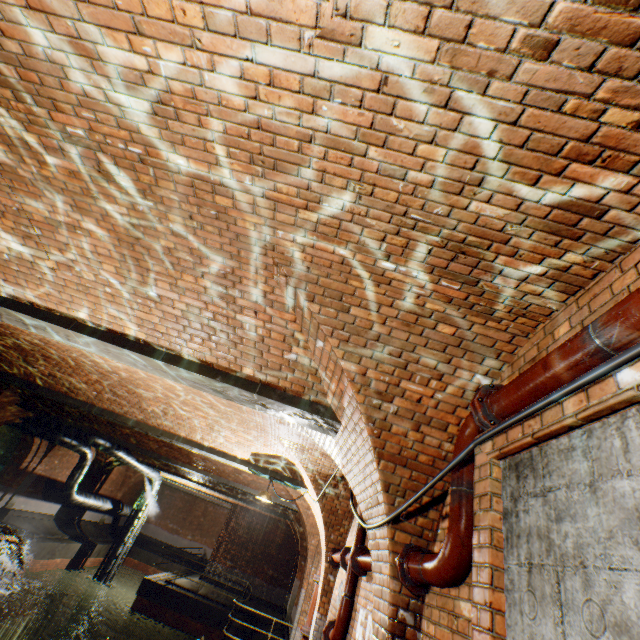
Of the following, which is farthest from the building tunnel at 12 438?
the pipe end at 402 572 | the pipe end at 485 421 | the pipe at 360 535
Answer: the pipe end at 485 421

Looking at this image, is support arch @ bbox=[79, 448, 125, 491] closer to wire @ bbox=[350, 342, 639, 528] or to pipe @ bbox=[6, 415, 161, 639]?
pipe @ bbox=[6, 415, 161, 639]

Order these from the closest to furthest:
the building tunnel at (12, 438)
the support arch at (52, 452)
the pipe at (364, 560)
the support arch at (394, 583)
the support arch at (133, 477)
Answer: the support arch at (394, 583) → the pipe at (364, 560) → the support arch at (52, 452) → the building tunnel at (12, 438) → the support arch at (133, 477)

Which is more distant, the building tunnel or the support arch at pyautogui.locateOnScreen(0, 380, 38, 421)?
the building tunnel

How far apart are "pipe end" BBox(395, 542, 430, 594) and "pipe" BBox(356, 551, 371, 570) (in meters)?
0.82

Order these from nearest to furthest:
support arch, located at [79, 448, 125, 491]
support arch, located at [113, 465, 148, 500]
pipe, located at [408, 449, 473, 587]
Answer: pipe, located at [408, 449, 473, 587] < support arch, located at [79, 448, 125, 491] < support arch, located at [113, 465, 148, 500]

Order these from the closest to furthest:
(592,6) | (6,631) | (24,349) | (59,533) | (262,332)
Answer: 1. (592,6)
2. (262,332)
3. (24,349)
4. (6,631)
5. (59,533)

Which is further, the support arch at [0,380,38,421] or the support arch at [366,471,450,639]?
the support arch at [0,380,38,421]
